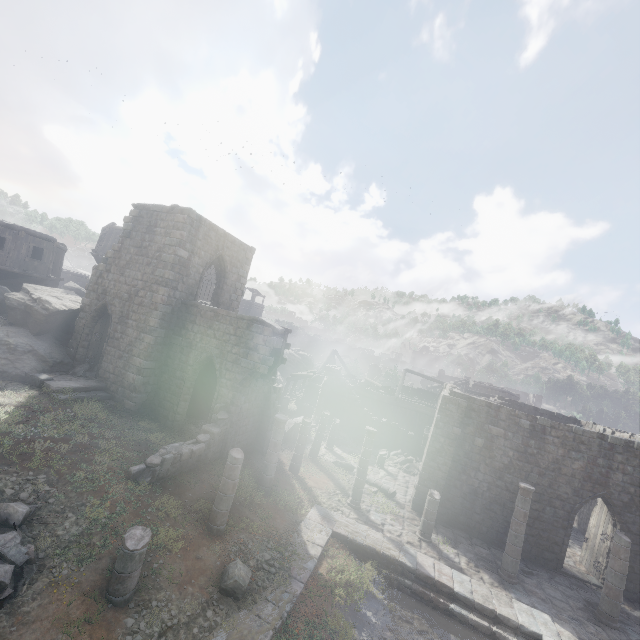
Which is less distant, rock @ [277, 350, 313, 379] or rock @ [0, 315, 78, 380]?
rock @ [0, 315, 78, 380]

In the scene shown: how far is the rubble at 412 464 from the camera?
23.2m

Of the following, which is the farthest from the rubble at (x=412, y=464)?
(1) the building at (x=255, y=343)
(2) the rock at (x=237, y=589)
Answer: (2) the rock at (x=237, y=589)

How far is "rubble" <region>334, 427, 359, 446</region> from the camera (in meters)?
25.55

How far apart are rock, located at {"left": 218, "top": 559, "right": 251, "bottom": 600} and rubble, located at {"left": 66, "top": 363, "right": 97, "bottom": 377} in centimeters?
1278cm

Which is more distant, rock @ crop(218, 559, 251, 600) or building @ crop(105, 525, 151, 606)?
rock @ crop(218, 559, 251, 600)

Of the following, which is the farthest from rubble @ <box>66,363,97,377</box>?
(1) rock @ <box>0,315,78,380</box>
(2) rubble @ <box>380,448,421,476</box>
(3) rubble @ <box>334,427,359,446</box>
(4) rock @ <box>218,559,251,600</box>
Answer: (2) rubble @ <box>380,448,421,476</box>

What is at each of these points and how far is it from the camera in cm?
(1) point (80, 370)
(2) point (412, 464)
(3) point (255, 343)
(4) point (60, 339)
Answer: (1) rubble, 1714
(2) rubble, 2411
(3) building, 1488
(4) rock, 1866
